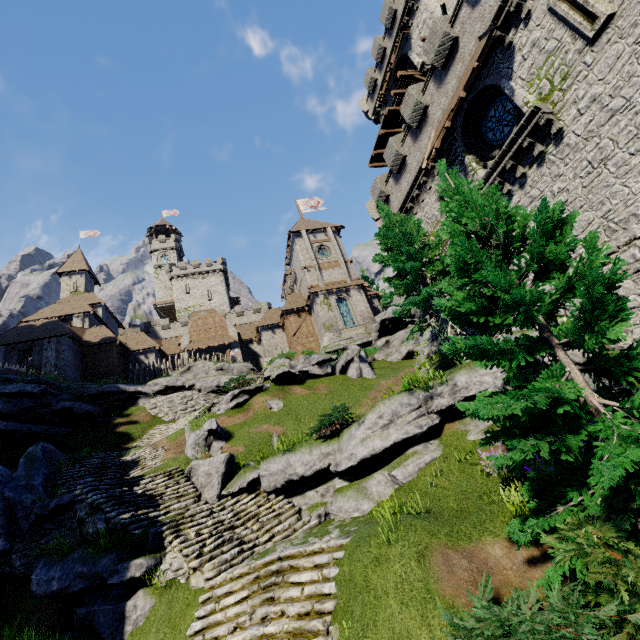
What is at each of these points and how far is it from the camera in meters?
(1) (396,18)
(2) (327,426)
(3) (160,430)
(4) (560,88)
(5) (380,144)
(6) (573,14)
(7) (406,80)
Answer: (1) building, 26.6
(2) bush, 11.9
(3) stairs, 22.8
(4) building tower, 11.6
(5) walkway, 30.3
(6) window slit, 10.7
(7) wooden platform, 25.6

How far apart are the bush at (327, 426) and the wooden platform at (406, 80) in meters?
25.7 m

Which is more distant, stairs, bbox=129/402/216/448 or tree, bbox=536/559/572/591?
stairs, bbox=129/402/216/448

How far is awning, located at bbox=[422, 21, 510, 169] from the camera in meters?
12.9

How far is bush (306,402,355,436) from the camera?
11.7 meters

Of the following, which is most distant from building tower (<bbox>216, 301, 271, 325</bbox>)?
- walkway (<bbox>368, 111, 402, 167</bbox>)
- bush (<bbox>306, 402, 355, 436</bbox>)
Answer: bush (<bbox>306, 402, 355, 436</bbox>)

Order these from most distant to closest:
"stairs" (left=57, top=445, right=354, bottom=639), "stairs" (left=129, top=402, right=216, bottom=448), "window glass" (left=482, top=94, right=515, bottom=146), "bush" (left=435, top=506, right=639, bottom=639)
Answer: "stairs" (left=129, top=402, right=216, bottom=448) < "window glass" (left=482, top=94, right=515, bottom=146) < "stairs" (left=57, top=445, right=354, bottom=639) < "bush" (left=435, top=506, right=639, bottom=639)

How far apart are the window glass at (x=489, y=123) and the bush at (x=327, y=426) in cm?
1395
